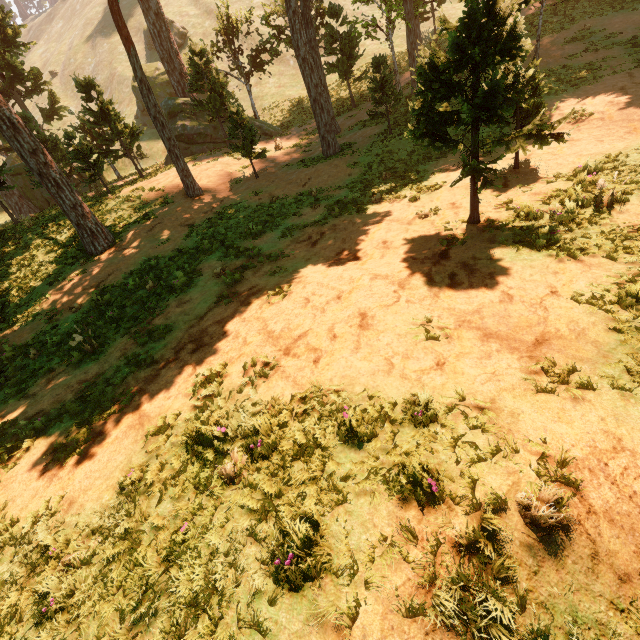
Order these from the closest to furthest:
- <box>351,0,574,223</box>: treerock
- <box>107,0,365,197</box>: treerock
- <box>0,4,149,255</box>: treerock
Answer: <box>351,0,574,223</box>: treerock, <box>0,4,149,255</box>: treerock, <box>107,0,365,197</box>: treerock

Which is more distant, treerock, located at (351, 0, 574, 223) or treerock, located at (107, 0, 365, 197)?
treerock, located at (107, 0, 365, 197)

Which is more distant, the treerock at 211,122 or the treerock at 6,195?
the treerock at 211,122

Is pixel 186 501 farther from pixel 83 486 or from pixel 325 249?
pixel 325 249
